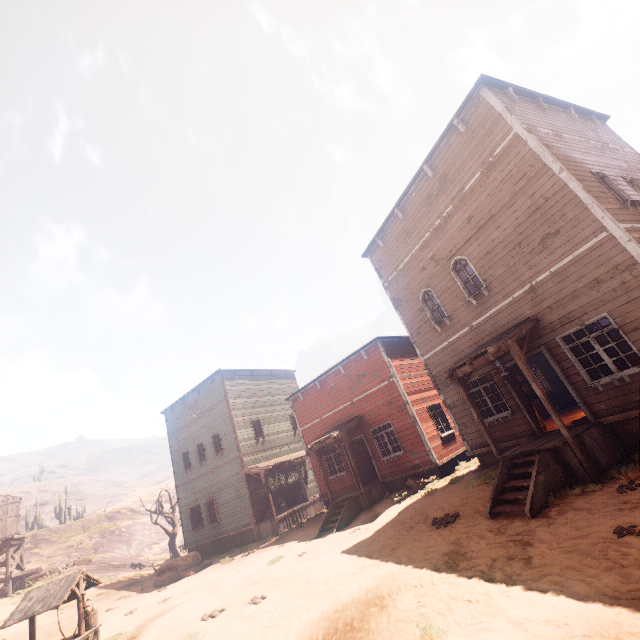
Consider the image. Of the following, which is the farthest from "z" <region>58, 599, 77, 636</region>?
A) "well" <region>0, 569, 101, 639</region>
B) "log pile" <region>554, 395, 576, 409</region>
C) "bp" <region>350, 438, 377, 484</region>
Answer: "bp" <region>350, 438, 377, 484</region>

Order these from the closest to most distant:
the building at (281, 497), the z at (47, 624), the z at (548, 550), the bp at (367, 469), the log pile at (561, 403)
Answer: the z at (548, 550)
the building at (281, 497)
the z at (47, 624)
the log pile at (561, 403)
the bp at (367, 469)

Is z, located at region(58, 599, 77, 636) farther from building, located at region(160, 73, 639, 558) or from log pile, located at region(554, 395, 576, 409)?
log pile, located at region(554, 395, 576, 409)

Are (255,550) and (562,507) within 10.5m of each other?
no

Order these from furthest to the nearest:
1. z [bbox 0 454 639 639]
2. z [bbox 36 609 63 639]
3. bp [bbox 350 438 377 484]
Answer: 1. bp [bbox 350 438 377 484]
2. z [bbox 36 609 63 639]
3. z [bbox 0 454 639 639]

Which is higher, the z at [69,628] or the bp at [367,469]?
the bp at [367,469]

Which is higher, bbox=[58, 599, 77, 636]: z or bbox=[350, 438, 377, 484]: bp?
bbox=[350, 438, 377, 484]: bp

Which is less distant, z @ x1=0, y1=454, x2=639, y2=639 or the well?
z @ x1=0, y1=454, x2=639, y2=639
